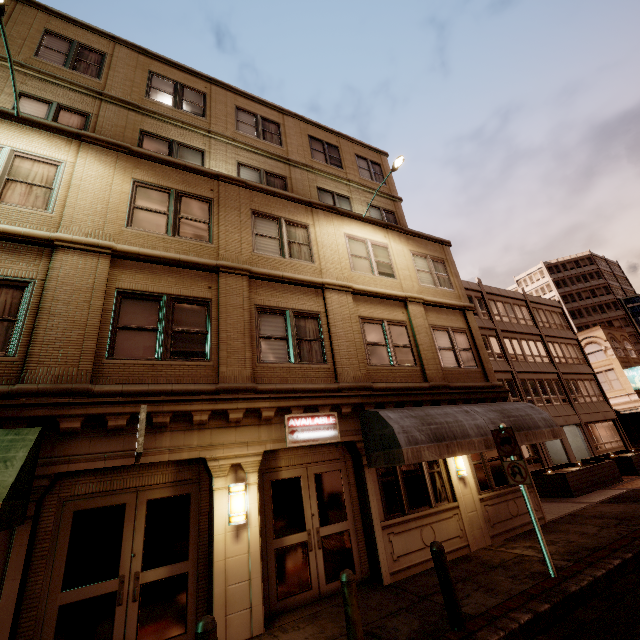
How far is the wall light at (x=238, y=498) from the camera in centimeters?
659cm

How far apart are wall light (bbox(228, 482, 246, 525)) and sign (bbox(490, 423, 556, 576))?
6.11m

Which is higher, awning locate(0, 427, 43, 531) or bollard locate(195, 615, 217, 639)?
awning locate(0, 427, 43, 531)

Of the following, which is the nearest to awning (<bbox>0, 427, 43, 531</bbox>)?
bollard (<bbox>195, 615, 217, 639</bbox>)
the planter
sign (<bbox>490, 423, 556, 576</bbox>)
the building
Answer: the building

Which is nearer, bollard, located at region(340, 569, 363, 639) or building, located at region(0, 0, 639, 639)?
bollard, located at region(340, 569, 363, 639)

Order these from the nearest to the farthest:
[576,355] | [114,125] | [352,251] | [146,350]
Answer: [146,350]
[114,125]
[352,251]
[576,355]

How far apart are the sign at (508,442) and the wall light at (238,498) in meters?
6.1

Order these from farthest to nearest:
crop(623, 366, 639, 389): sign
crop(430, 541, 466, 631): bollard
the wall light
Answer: crop(623, 366, 639, 389): sign, the wall light, crop(430, 541, 466, 631): bollard
